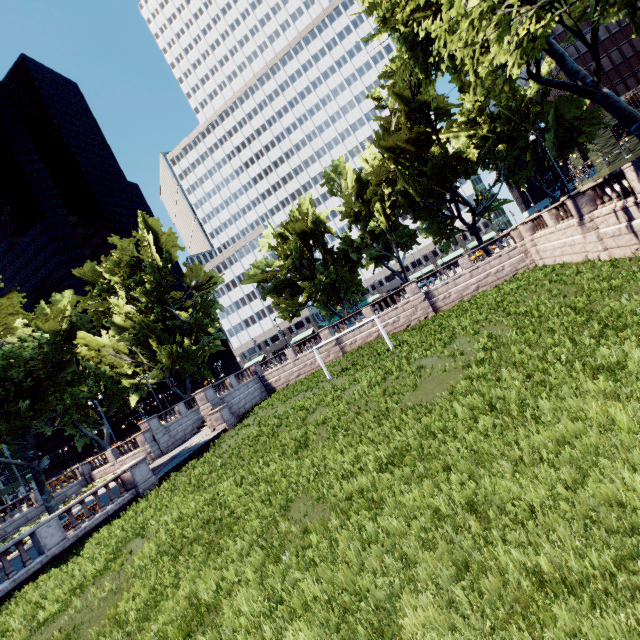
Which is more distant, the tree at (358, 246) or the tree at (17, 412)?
the tree at (17, 412)

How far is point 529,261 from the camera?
28.0m

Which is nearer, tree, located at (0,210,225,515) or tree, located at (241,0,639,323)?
tree, located at (241,0,639,323)
